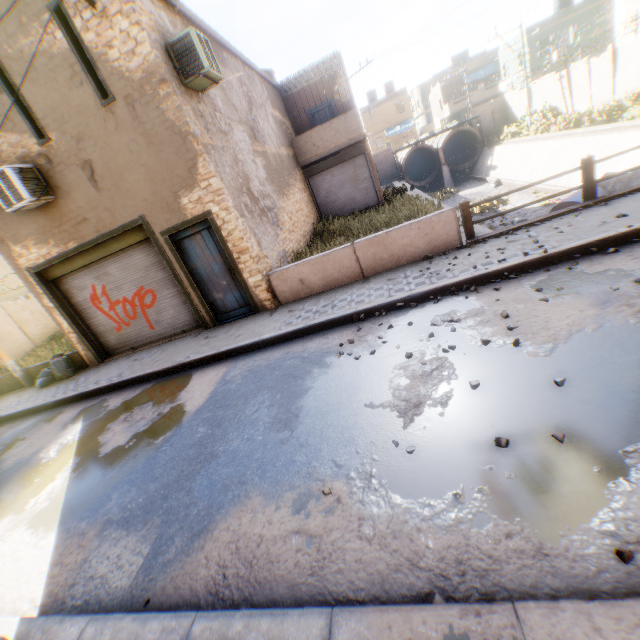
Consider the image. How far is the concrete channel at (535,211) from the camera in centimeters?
1022cm

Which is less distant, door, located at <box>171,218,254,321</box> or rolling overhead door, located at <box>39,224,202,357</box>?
door, located at <box>171,218,254,321</box>

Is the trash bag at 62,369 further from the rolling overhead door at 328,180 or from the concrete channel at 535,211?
the concrete channel at 535,211

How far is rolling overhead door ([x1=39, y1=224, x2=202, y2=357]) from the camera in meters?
8.9 m

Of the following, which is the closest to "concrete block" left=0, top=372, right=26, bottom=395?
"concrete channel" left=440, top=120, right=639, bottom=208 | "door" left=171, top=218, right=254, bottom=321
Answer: "door" left=171, top=218, right=254, bottom=321

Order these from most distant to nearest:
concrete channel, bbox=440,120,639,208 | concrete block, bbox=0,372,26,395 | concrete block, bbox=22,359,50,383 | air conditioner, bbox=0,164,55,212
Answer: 1. concrete channel, bbox=440,120,639,208
2. concrete block, bbox=0,372,26,395
3. concrete block, bbox=22,359,50,383
4. air conditioner, bbox=0,164,55,212

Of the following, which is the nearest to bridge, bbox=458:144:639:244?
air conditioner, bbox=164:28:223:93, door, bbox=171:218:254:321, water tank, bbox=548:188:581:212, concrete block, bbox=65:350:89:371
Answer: water tank, bbox=548:188:581:212

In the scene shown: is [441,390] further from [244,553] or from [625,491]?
[244,553]
